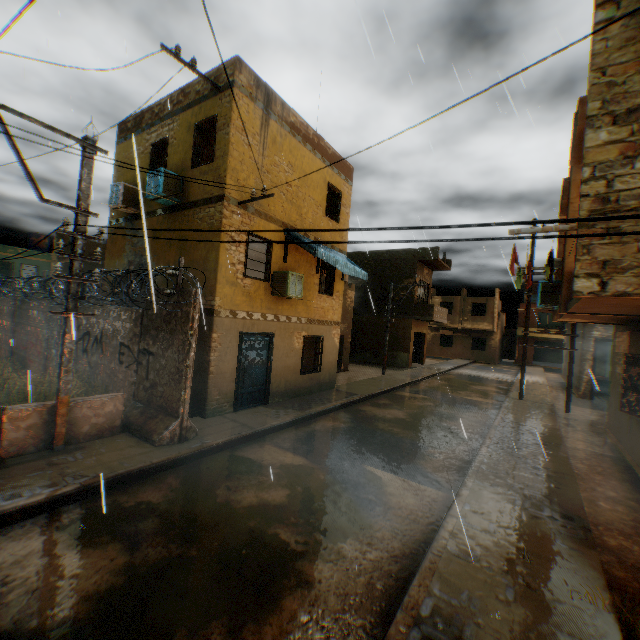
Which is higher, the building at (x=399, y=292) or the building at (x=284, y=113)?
the building at (x=284, y=113)

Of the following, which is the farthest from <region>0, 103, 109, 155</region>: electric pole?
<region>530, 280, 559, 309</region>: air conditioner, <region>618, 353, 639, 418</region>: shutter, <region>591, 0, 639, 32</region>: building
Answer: <region>618, 353, 639, 418</region>: shutter

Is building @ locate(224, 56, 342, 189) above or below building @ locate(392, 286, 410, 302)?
above

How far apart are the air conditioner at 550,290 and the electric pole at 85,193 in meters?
11.6

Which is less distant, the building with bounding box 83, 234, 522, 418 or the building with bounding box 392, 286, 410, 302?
the building with bounding box 83, 234, 522, 418

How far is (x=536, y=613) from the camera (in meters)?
3.44

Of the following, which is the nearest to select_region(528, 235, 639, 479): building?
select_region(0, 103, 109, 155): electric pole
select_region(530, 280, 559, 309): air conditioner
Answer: select_region(530, 280, 559, 309): air conditioner
